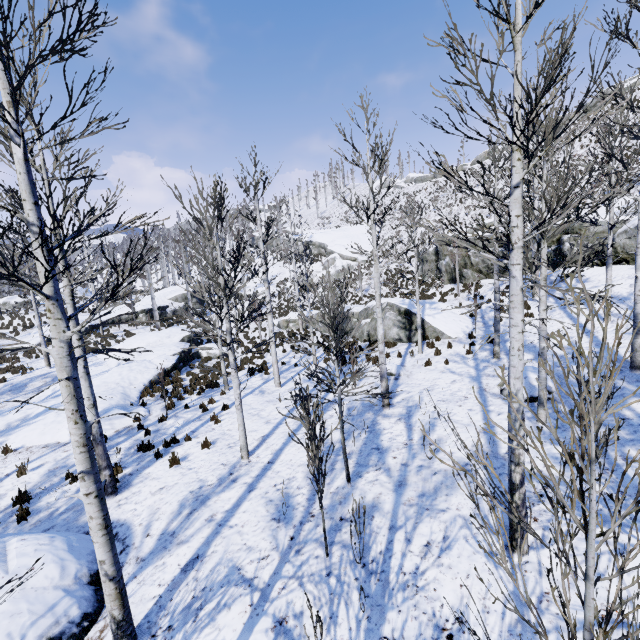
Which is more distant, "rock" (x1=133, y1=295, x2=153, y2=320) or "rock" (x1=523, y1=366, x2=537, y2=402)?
"rock" (x1=133, y1=295, x2=153, y2=320)

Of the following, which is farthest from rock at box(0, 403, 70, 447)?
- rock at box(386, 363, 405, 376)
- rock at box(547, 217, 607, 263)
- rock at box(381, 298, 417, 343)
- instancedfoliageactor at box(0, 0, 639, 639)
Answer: rock at box(547, 217, 607, 263)

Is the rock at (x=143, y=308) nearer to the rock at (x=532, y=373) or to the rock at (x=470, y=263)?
the rock at (x=470, y=263)

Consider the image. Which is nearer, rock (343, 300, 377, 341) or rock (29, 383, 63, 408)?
rock (29, 383, 63, 408)

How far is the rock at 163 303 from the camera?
34.4 meters

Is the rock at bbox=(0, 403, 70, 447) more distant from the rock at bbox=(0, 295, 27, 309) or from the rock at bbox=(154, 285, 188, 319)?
the rock at bbox=(0, 295, 27, 309)

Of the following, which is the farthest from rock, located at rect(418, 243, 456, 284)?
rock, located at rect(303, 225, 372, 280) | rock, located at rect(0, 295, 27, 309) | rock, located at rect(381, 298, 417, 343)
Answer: rock, located at rect(0, 295, 27, 309)

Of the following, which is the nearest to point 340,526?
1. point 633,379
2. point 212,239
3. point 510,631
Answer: point 510,631
